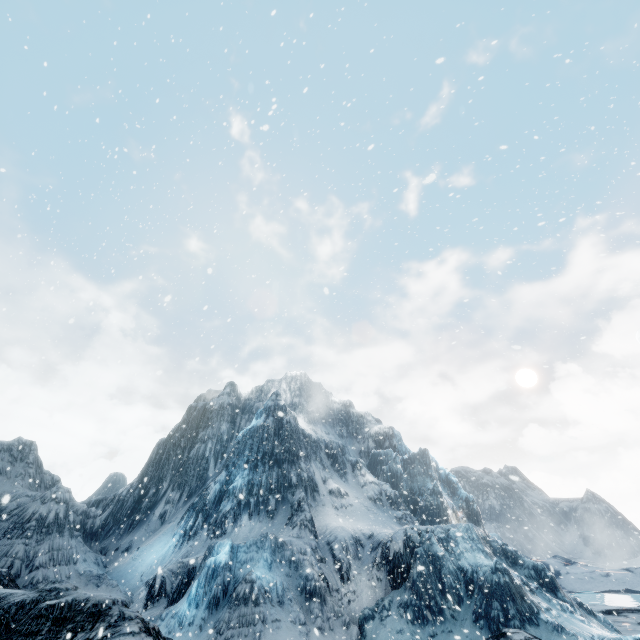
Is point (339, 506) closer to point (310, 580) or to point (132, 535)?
point (310, 580)
